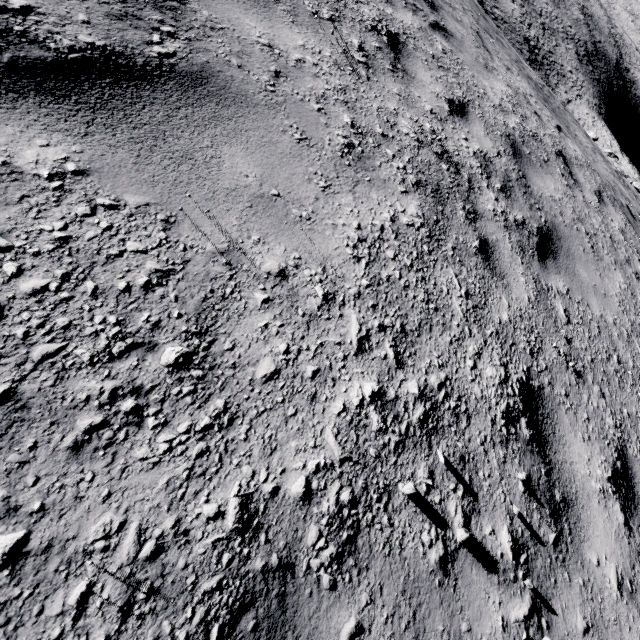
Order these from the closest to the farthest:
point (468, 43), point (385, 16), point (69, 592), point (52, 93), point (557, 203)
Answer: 1. point (69, 592)
2. point (52, 93)
3. point (385, 16)
4. point (557, 203)
5. point (468, 43)
